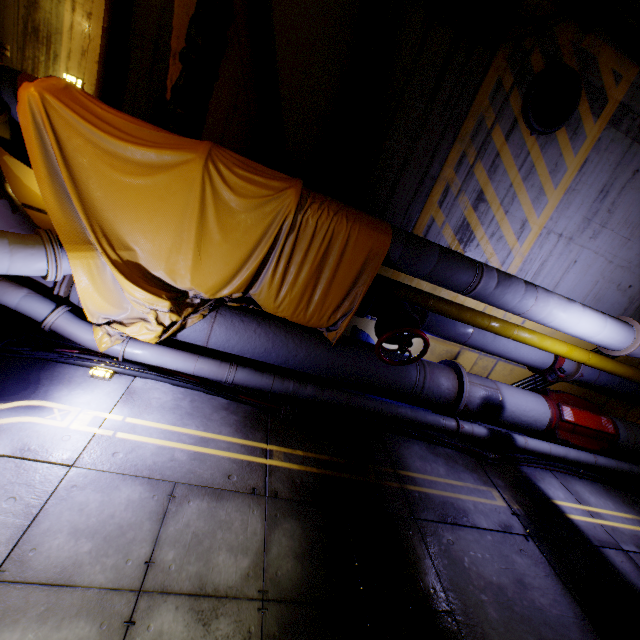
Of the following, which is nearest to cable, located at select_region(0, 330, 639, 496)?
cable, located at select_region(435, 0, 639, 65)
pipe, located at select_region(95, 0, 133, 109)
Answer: pipe, located at select_region(95, 0, 133, 109)

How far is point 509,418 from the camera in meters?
5.1 m

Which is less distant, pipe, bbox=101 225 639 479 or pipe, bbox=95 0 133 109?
pipe, bbox=95 0 133 109

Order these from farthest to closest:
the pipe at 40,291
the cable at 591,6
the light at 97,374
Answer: the cable at 591,6 < the light at 97,374 < the pipe at 40,291

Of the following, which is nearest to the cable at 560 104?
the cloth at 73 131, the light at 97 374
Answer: the cloth at 73 131

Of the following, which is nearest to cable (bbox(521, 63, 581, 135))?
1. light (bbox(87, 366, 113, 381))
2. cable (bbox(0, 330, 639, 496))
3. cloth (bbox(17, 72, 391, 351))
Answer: cloth (bbox(17, 72, 391, 351))

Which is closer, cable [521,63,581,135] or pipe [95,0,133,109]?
pipe [95,0,133,109]

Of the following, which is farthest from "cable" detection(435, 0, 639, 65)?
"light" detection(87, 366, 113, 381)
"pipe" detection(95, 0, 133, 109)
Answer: "light" detection(87, 366, 113, 381)
